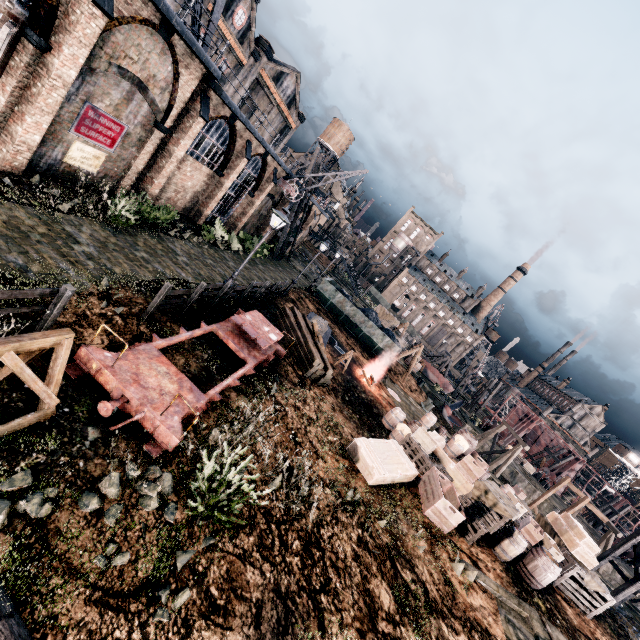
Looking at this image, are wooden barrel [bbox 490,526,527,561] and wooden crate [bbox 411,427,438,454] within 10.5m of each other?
yes

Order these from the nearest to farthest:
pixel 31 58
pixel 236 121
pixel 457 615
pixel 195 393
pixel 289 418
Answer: pixel 195 393, pixel 457 615, pixel 31 58, pixel 289 418, pixel 236 121

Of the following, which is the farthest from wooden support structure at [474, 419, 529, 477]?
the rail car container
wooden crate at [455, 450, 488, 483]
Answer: wooden crate at [455, 450, 488, 483]

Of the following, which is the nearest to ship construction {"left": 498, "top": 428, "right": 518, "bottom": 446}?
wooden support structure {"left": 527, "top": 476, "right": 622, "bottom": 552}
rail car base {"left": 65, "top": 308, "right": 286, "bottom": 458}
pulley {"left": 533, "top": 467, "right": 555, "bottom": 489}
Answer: pulley {"left": 533, "top": 467, "right": 555, "bottom": 489}

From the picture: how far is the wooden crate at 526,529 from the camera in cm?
1452

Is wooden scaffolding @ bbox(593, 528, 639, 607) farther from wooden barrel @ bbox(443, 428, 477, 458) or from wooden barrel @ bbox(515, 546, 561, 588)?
wooden barrel @ bbox(443, 428, 477, 458)

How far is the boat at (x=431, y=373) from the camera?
47.5 meters

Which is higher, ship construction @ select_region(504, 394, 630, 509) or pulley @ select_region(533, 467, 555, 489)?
ship construction @ select_region(504, 394, 630, 509)
